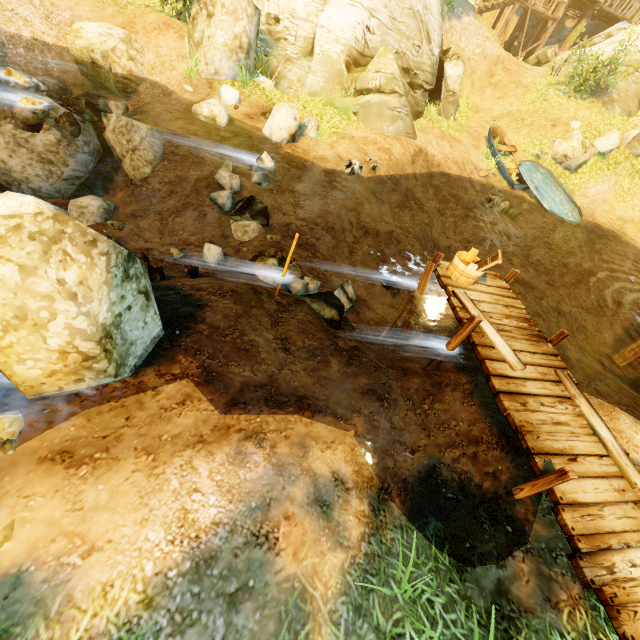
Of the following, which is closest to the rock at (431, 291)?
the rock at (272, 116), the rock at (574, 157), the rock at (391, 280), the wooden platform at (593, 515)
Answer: the rock at (391, 280)

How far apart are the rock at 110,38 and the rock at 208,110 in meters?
2.5

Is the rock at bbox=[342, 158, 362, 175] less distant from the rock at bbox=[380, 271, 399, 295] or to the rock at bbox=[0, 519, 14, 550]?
the rock at bbox=[380, 271, 399, 295]

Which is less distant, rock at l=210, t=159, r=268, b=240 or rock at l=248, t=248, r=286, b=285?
rock at l=248, t=248, r=286, b=285

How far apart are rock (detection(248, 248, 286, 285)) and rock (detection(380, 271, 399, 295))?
2.9m

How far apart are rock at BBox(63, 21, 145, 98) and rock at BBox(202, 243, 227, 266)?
7.53m

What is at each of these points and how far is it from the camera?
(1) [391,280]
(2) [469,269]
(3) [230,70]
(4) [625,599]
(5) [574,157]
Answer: (1) rock, 9.98m
(2) tub, 6.30m
(3) rock, 11.08m
(4) wooden platform, 3.27m
(5) rock, 15.36m

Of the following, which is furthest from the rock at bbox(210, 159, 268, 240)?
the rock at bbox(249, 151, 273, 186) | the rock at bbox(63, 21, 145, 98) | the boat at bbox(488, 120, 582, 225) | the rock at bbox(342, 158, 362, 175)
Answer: the boat at bbox(488, 120, 582, 225)
